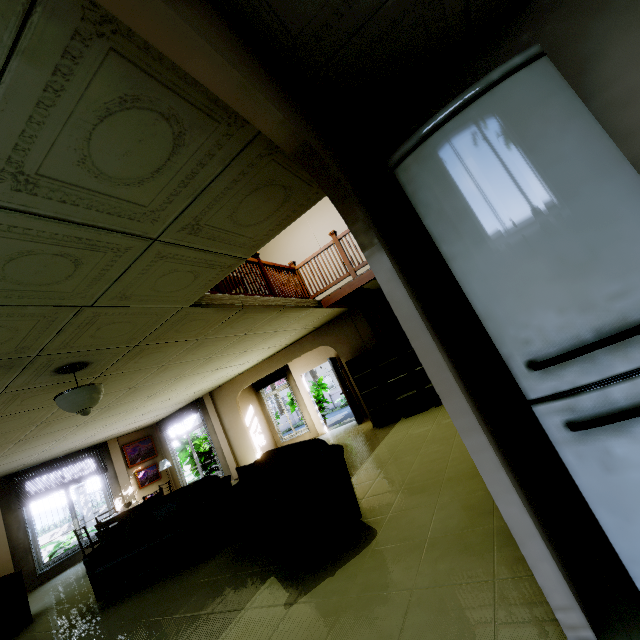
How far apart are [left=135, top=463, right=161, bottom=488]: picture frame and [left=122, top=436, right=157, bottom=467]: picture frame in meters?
0.2

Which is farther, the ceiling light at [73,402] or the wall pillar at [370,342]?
the wall pillar at [370,342]

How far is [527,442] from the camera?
1.9m

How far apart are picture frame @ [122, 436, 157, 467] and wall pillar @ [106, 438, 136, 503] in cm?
12

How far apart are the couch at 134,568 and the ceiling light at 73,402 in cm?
193

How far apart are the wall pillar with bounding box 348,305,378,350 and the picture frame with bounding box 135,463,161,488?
8.8 meters

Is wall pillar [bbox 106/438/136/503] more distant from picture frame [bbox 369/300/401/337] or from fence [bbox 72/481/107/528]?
picture frame [bbox 369/300/401/337]

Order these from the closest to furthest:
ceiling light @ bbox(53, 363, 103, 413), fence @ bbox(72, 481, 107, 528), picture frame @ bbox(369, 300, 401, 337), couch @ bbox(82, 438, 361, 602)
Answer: couch @ bbox(82, 438, 361, 602), ceiling light @ bbox(53, 363, 103, 413), picture frame @ bbox(369, 300, 401, 337), fence @ bbox(72, 481, 107, 528)
